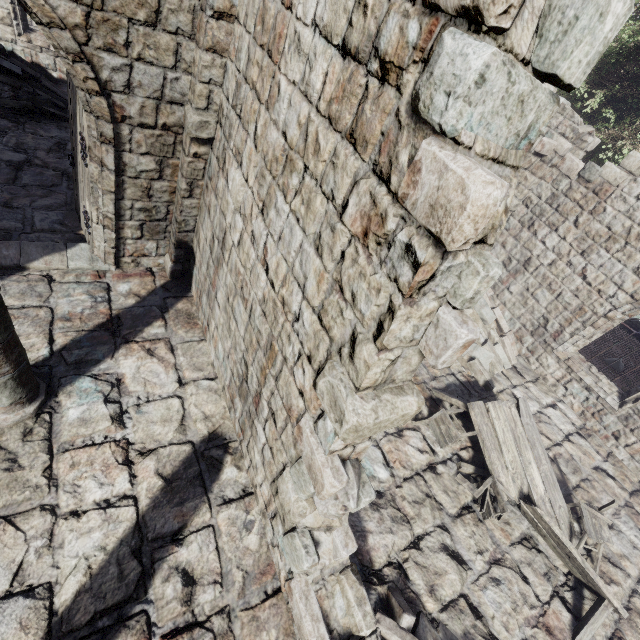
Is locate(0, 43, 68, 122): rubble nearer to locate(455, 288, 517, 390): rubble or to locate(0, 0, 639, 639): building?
locate(0, 0, 639, 639): building

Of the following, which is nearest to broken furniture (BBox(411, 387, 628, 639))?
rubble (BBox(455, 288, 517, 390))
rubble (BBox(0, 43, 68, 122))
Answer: rubble (BBox(455, 288, 517, 390))

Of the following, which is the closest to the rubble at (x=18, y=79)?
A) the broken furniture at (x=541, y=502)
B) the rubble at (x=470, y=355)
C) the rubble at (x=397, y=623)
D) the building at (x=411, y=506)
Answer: the building at (x=411, y=506)

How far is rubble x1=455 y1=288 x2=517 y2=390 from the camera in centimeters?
862cm

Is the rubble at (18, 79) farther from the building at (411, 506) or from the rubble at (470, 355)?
the rubble at (470, 355)

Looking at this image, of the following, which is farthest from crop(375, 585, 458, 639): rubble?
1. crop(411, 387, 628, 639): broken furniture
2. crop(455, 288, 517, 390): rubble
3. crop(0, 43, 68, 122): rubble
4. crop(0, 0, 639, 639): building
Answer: crop(0, 43, 68, 122): rubble

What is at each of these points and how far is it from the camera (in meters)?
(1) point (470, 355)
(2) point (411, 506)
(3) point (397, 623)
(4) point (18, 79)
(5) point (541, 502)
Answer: (1) rubble, 8.95
(2) building, 5.47
(3) rubble, 4.10
(4) rubble, 9.17
(5) broken furniture, 6.20
